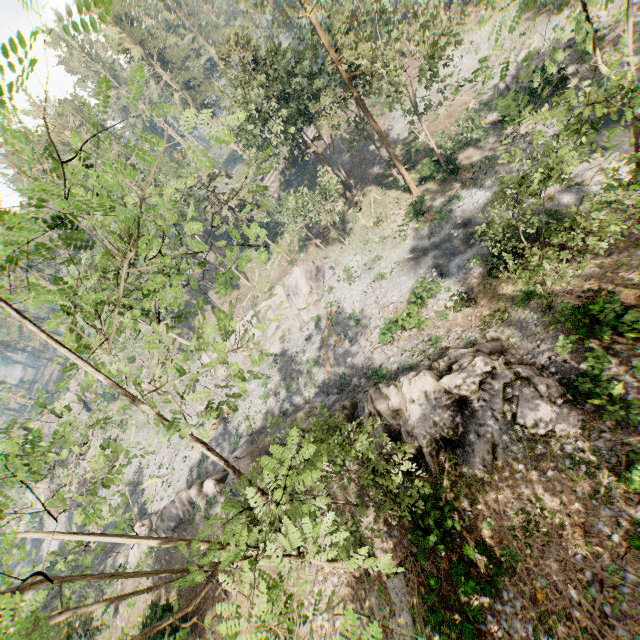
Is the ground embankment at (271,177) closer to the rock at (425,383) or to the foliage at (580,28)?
the foliage at (580,28)

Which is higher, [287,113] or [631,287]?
[287,113]

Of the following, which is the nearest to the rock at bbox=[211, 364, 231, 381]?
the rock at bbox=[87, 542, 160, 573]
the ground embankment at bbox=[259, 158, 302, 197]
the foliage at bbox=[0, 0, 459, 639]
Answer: the rock at bbox=[87, 542, 160, 573]

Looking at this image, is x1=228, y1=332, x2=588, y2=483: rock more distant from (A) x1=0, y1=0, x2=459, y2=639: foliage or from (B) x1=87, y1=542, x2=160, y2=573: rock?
(A) x1=0, y1=0, x2=459, y2=639: foliage

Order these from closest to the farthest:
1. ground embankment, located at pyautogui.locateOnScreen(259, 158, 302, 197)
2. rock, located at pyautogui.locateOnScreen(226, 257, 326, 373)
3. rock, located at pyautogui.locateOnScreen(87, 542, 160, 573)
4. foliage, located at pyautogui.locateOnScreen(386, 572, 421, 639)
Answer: foliage, located at pyautogui.locateOnScreen(386, 572, 421, 639) → rock, located at pyautogui.locateOnScreen(87, 542, 160, 573) → rock, located at pyautogui.locateOnScreen(226, 257, 326, 373) → ground embankment, located at pyautogui.locateOnScreen(259, 158, 302, 197)

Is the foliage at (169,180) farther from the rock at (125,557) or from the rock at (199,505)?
the rock at (125,557)
